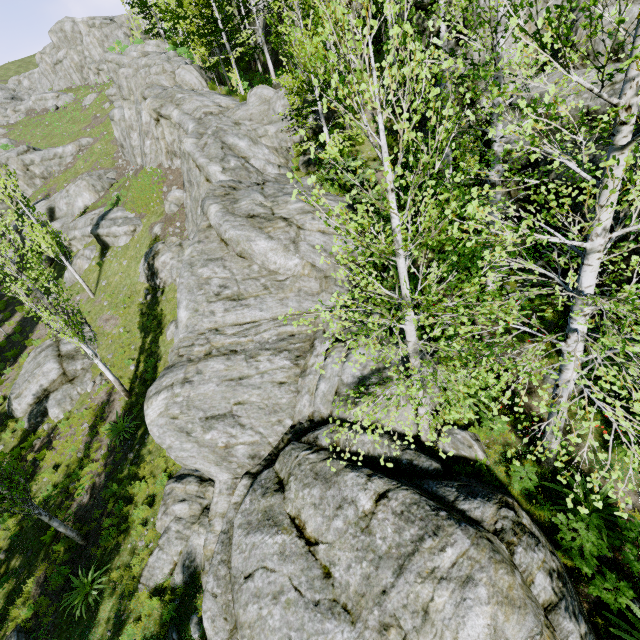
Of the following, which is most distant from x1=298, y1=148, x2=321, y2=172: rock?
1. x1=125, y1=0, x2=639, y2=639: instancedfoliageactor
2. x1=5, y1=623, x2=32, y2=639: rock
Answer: x1=5, y1=623, x2=32, y2=639: rock

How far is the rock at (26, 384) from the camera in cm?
1638

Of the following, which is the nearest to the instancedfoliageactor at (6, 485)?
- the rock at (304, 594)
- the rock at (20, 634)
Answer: the rock at (304, 594)

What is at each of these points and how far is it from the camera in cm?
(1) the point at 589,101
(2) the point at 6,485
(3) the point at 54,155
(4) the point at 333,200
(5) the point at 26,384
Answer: (1) rock, 859
(2) instancedfoliageactor, 898
(3) rock, 3769
(4) rock, 1495
(5) rock, 1709

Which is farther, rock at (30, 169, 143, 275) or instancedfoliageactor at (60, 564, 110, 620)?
rock at (30, 169, 143, 275)

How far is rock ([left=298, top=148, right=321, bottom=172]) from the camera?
17.81m

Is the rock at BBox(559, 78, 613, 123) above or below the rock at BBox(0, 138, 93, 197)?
below

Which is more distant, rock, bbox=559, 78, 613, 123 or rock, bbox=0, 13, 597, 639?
rock, bbox=559, 78, 613, 123
